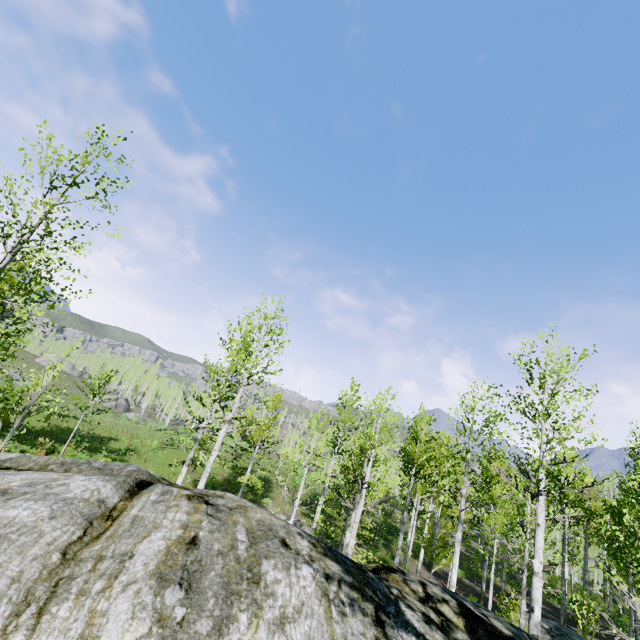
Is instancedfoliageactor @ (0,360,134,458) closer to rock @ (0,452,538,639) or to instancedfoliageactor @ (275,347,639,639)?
rock @ (0,452,538,639)

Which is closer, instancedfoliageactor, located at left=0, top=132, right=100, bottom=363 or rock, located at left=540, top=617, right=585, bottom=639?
instancedfoliageactor, located at left=0, top=132, right=100, bottom=363

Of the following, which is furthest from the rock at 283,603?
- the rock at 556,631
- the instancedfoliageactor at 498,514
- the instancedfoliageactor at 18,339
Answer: the instancedfoliageactor at 498,514

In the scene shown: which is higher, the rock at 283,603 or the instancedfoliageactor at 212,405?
the instancedfoliageactor at 212,405

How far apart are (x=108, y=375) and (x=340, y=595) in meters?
22.8

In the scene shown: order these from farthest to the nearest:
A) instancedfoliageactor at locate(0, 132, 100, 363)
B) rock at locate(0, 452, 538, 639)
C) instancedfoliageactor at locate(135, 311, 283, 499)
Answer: instancedfoliageactor at locate(135, 311, 283, 499)
instancedfoliageactor at locate(0, 132, 100, 363)
rock at locate(0, 452, 538, 639)

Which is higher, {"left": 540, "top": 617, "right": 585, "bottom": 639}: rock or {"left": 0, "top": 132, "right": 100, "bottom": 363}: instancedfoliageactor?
{"left": 0, "top": 132, "right": 100, "bottom": 363}: instancedfoliageactor

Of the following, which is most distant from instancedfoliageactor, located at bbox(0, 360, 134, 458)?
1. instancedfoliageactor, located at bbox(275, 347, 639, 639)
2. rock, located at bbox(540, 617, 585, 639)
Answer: rock, located at bbox(540, 617, 585, 639)
